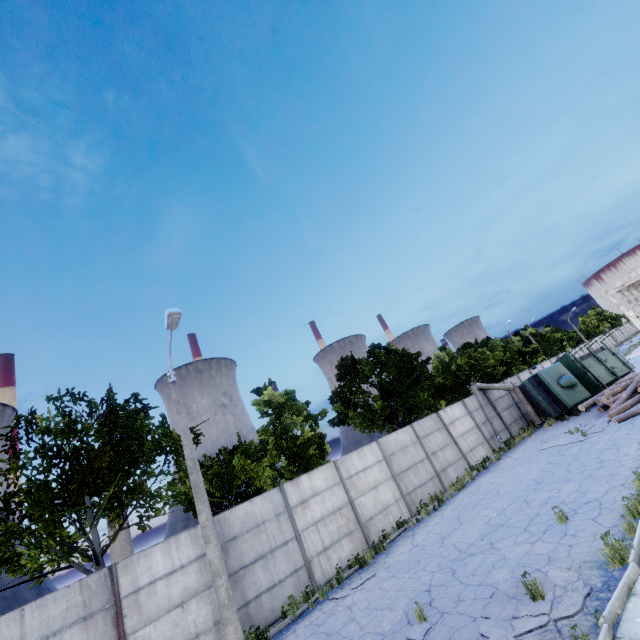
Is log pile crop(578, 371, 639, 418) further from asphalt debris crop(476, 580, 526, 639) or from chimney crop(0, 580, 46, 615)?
chimney crop(0, 580, 46, 615)

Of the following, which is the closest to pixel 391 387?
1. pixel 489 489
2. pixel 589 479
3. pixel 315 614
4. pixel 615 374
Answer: pixel 489 489

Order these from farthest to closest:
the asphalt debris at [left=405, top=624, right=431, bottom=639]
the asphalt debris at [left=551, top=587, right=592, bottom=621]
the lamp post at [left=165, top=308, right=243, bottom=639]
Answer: the lamp post at [left=165, top=308, right=243, bottom=639] < the asphalt debris at [left=405, top=624, right=431, bottom=639] < the asphalt debris at [left=551, top=587, right=592, bottom=621]

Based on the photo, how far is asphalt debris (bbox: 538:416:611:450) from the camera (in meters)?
14.92

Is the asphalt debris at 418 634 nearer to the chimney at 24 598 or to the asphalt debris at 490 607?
the asphalt debris at 490 607

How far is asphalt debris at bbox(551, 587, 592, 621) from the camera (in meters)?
5.24

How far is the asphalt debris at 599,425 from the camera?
14.92m

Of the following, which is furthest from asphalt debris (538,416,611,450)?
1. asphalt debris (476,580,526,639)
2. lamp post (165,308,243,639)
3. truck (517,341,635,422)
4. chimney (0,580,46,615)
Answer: chimney (0,580,46,615)
